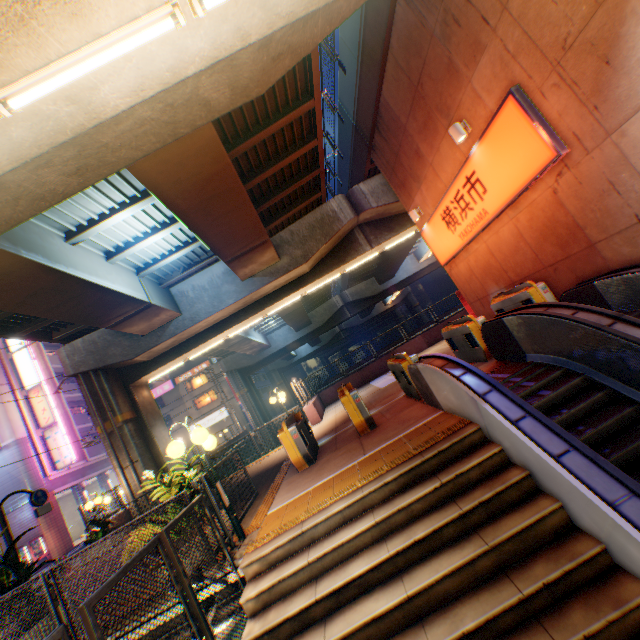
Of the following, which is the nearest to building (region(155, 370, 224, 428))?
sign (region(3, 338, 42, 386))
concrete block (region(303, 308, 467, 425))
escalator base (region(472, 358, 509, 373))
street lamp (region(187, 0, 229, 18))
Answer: concrete block (region(303, 308, 467, 425))

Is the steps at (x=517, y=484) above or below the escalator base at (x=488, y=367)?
below

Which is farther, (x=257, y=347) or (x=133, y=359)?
(x=257, y=347)

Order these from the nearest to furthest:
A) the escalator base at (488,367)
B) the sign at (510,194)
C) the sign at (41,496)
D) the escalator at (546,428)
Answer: the escalator at (546,428) → the sign at (510,194) → the escalator base at (488,367) → the sign at (41,496)

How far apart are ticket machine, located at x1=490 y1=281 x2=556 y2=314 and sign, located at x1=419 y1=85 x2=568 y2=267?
1.7m

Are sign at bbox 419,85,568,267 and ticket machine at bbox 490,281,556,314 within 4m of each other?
yes

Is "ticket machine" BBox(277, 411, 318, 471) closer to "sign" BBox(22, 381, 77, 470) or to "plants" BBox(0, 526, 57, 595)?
"plants" BBox(0, 526, 57, 595)

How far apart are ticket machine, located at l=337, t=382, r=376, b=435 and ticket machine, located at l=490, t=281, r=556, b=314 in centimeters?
490cm
